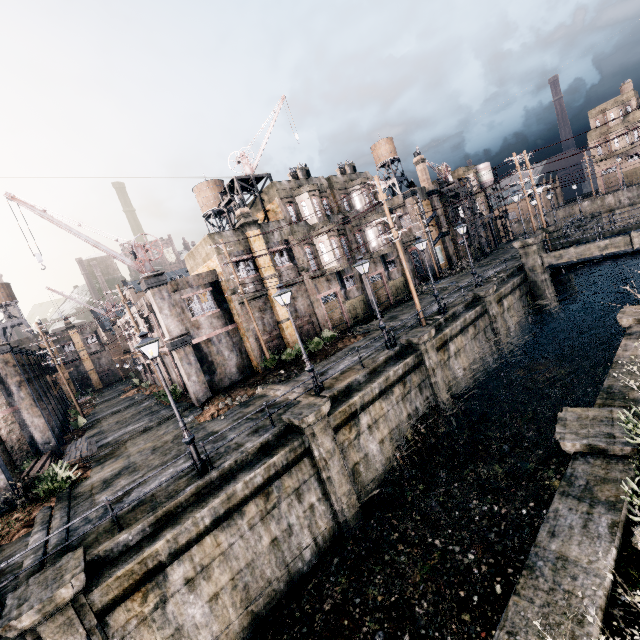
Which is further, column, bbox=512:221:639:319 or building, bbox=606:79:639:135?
building, bbox=606:79:639:135

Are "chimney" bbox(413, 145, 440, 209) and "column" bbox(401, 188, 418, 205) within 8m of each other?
yes

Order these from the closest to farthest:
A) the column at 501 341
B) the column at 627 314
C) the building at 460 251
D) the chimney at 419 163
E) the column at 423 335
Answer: the column at 627 314 → the column at 423 335 → the column at 501 341 → the chimney at 419 163 → the building at 460 251

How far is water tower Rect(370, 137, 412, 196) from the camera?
46.38m

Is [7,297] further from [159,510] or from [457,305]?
[457,305]

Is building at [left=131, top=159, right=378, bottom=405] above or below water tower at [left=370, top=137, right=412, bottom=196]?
below

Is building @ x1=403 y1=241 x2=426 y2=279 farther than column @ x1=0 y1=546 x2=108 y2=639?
Yes

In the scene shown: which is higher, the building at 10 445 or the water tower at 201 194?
the water tower at 201 194
